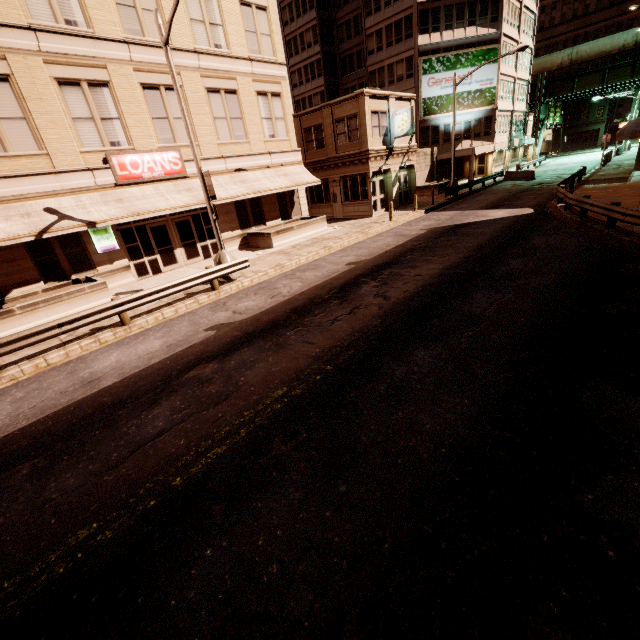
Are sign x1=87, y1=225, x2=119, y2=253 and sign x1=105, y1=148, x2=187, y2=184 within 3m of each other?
yes

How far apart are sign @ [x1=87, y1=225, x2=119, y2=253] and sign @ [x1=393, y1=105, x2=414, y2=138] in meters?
20.8

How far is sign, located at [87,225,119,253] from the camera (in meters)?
14.99

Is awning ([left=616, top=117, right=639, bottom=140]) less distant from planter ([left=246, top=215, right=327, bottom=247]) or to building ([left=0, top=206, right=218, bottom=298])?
planter ([left=246, top=215, right=327, bottom=247])

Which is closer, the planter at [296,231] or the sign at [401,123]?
the planter at [296,231]

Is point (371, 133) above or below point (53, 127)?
below

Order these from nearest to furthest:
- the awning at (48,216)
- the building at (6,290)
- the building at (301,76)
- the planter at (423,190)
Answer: the awning at (48,216) → the building at (6,290) → the building at (301,76) → the planter at (423,190)

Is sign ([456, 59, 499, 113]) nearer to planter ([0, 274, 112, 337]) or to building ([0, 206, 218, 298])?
building ([0, 206, 218, 298])
